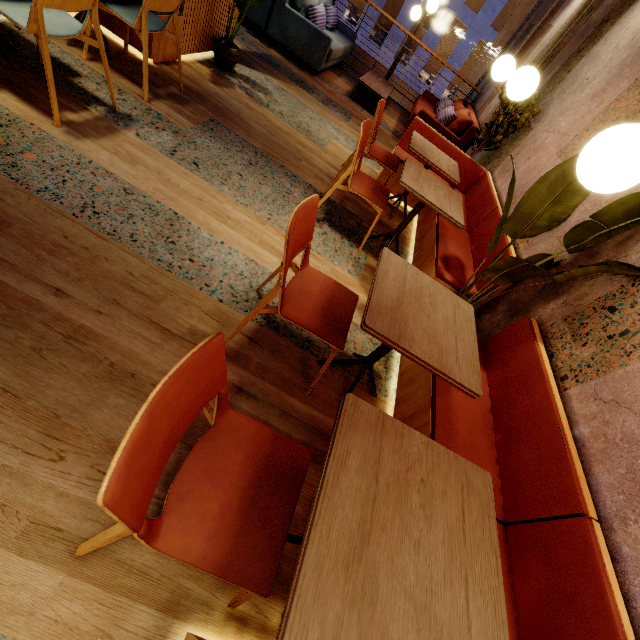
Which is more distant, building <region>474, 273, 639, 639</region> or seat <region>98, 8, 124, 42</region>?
seat <region>98, 8, 124, 42</region>

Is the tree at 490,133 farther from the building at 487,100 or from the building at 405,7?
the building at 405,7

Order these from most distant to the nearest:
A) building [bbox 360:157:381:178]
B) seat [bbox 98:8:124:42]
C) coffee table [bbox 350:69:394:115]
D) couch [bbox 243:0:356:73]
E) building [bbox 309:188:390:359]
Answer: coffee table [bbox 350:69:394:115]
couch [bbox 243:0:356:73]
building [bbox 360:157:381:178]
seat [bbox 98:8:124:42]
building [bbox 309:188:390:359]

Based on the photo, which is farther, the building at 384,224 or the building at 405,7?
the building at 405,7

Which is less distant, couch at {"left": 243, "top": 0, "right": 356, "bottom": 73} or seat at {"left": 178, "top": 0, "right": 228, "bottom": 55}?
seat at {"left": 178, "top": 0, "right": 228, "bottom": 55}

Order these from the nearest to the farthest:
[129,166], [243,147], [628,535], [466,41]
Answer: [628,535]
[129,166]
[243,147]
[466,41]

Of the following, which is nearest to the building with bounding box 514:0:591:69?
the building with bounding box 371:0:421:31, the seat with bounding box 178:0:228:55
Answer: the seat with bounding box 178:0:228:55

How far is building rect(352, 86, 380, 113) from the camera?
6.2 meters
